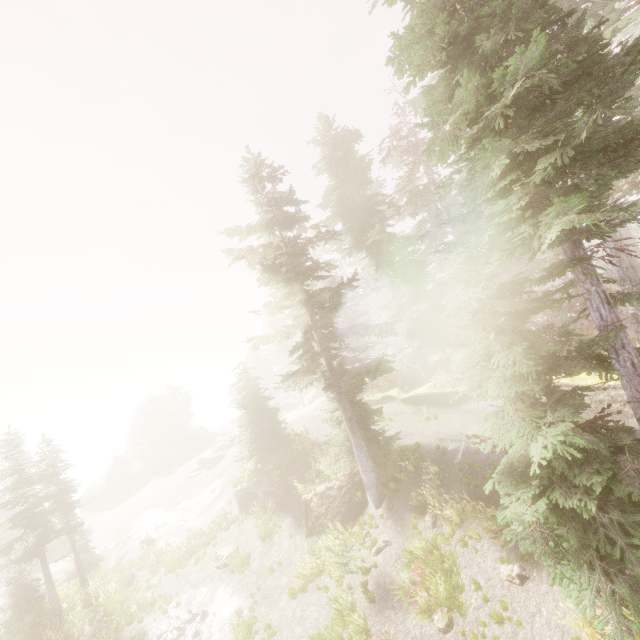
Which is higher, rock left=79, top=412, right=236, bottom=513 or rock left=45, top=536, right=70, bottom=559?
rock left=79, top=412, right=236, bottom=513

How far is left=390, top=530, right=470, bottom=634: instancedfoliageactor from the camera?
9.70m

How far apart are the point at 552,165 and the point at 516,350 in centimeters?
356cm

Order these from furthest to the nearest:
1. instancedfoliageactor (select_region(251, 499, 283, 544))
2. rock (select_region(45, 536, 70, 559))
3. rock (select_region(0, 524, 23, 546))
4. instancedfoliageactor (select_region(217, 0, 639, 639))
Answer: rock (select_region(0, 524, 23, 546)) < rock (select_region(45, 536, 70, 559)) < instancedfoliageactor (select_region(251, 499, 283, 544)) < instancedfoliageactor (select_region(217, 0, 639, 639))

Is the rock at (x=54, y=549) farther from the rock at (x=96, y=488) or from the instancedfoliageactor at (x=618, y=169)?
the rock at (x=96, y=488)

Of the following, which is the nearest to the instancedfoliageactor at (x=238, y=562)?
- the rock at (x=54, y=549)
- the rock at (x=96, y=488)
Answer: the rock at (x=96, y=488)

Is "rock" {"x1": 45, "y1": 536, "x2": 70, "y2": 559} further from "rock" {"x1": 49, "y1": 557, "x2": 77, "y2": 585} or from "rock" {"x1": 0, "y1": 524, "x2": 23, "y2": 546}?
"rock" {"x1": 49, "y1": 557, "x2": 77, "y2": 585}

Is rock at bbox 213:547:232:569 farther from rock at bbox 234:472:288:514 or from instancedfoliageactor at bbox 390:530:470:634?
rock at bbox 234:472:288:514
